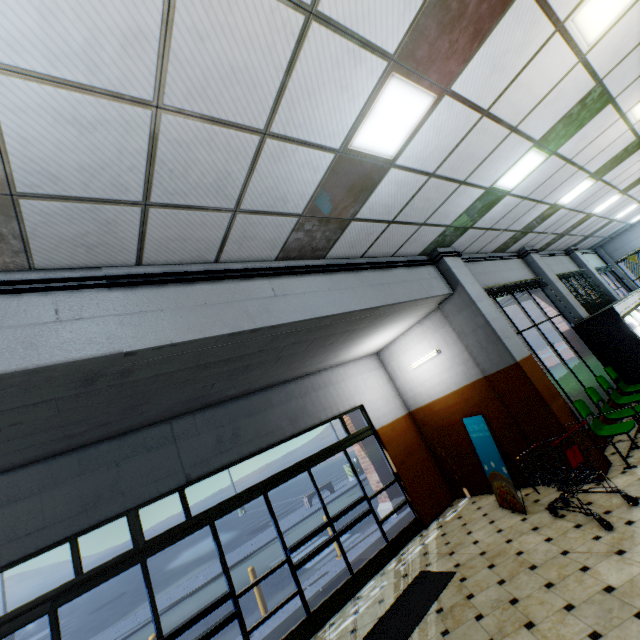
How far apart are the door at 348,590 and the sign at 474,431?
2.3 meters

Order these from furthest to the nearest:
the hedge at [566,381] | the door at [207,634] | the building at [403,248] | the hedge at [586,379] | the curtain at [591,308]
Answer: the curtain at [591,308]
the hedge at [586,379]
the hedge at [566,381]
the door at [207,634]
the building at [403,248]

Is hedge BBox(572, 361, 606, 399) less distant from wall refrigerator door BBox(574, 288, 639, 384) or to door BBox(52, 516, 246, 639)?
wall refrigerator door BBox(574, 288, 639, 384)

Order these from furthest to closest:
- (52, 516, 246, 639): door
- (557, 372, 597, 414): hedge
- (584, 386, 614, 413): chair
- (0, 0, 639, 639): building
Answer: (557, 372, 597, 414): hedge → (584, 386, 614, 413): chair → (52, 516, 246, 639): door → (0, 0, 639, 639): building

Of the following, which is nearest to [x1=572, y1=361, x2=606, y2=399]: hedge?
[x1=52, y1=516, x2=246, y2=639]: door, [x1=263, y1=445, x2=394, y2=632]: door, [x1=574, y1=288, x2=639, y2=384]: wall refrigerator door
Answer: [x1=574, y1=288, x2=639, y2=384]: wall refrigerator door

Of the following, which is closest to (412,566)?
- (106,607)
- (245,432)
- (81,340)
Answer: (245,432)

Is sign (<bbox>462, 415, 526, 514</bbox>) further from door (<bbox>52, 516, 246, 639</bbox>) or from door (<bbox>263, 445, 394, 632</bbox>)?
door (<bbox>52, 516, 246, 639</bbox>)

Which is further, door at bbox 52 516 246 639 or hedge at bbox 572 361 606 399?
hedge at bbox 572 361 606 399
